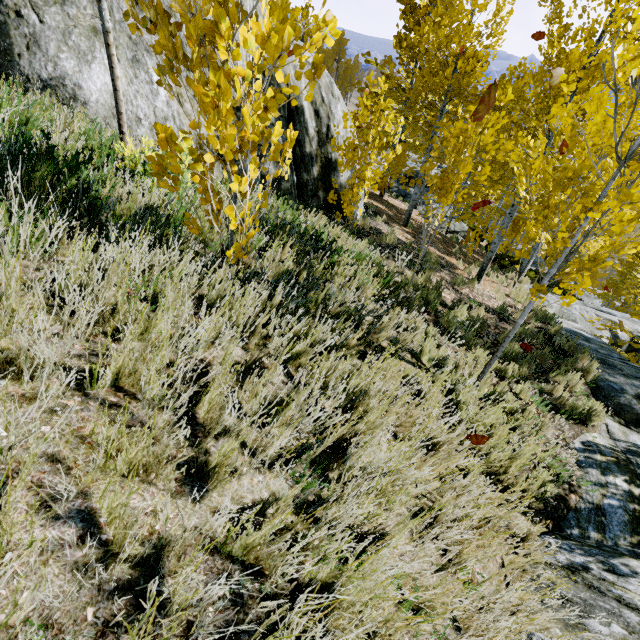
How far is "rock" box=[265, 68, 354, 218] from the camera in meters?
6.5 m

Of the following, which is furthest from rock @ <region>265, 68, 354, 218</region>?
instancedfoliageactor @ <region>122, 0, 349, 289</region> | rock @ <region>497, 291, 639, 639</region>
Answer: rock @ <region>497, 291, 639, 639</region>

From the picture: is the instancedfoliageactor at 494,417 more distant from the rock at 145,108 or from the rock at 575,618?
the rock at 145,108

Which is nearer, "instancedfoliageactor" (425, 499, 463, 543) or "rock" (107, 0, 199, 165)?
"instancedfoliageactor" (425, 499, 463, 543)

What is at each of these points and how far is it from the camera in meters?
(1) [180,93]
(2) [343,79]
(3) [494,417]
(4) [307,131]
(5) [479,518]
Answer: (1) rock, 5.0 m
(2) instancedfoliageactor, 54.9 m
(3) instancedfoliageactor, 3.9 m
(4) rock, 7.2 m
(5) instancedfoliageactor, 2.5 m

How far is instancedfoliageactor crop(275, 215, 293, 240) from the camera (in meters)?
4.06

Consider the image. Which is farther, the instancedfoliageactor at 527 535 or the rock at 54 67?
the rock at 54 67
